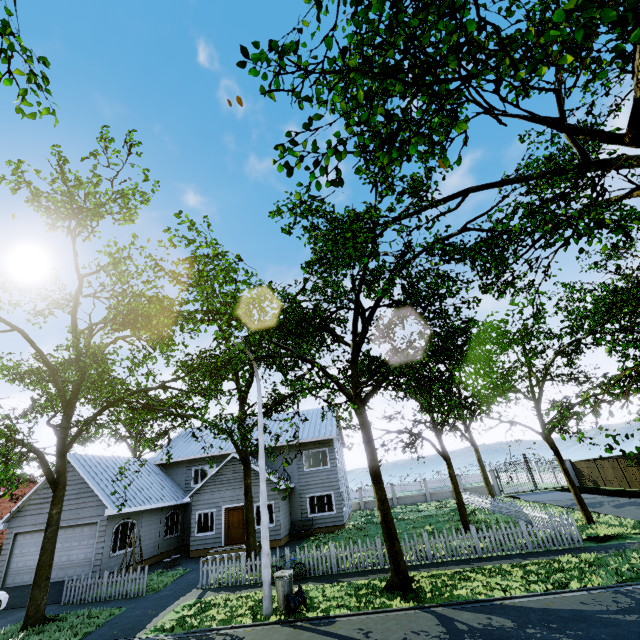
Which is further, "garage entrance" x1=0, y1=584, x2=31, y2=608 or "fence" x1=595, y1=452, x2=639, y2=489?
"fence" x1=595, y1=452, x2=639, y2=489

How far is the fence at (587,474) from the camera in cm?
2852

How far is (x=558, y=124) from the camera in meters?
3.1 m

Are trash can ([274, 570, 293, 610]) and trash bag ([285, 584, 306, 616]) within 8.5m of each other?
yes

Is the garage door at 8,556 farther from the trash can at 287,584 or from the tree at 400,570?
the trash can at 287,584

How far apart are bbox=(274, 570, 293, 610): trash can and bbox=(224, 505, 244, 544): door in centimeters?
1107cm

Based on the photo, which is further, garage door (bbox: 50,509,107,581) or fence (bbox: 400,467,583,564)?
garage door (bbox: 50,509,107,581)

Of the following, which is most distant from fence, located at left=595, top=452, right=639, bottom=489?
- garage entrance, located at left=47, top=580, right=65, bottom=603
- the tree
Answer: garage entrance, located at left=47, top=580, right=65, bottom=603
